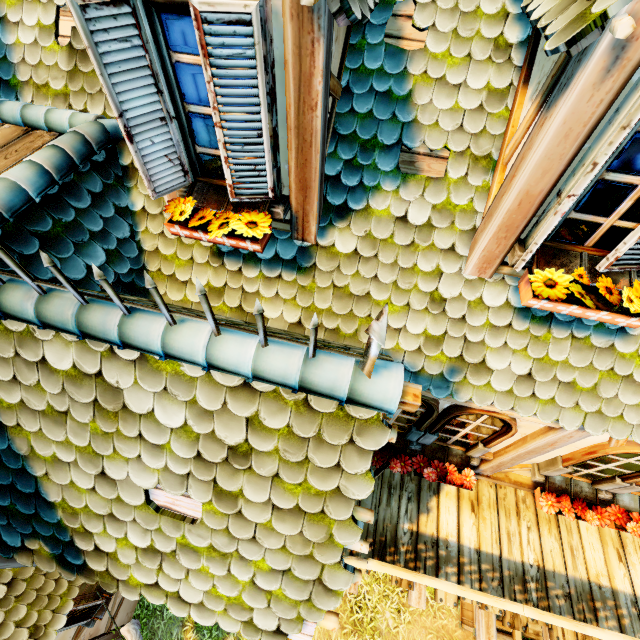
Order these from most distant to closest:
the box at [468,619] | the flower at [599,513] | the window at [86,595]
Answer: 1. the box at [468,619]
2. the window at [86,595]
3. the flower at [599,513]

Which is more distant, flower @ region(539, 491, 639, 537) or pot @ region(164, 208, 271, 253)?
flower @ region(539, 491, 639, 537)

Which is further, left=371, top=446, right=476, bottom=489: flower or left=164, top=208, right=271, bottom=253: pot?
left=371, top=446, right=476, bottom=489: flower

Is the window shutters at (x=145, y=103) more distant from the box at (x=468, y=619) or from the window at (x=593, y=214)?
the box at (x=468, y=619)

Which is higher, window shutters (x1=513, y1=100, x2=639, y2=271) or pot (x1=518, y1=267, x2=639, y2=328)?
window shutters (x1=513, y1=100, x2=639, y2=271)

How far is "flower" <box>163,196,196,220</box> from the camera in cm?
240

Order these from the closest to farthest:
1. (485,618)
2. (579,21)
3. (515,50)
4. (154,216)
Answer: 1. (579,21)
2. (515,50)
3. (154,216)
4. (485,618)

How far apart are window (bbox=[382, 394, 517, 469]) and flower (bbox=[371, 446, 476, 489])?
0.0m
